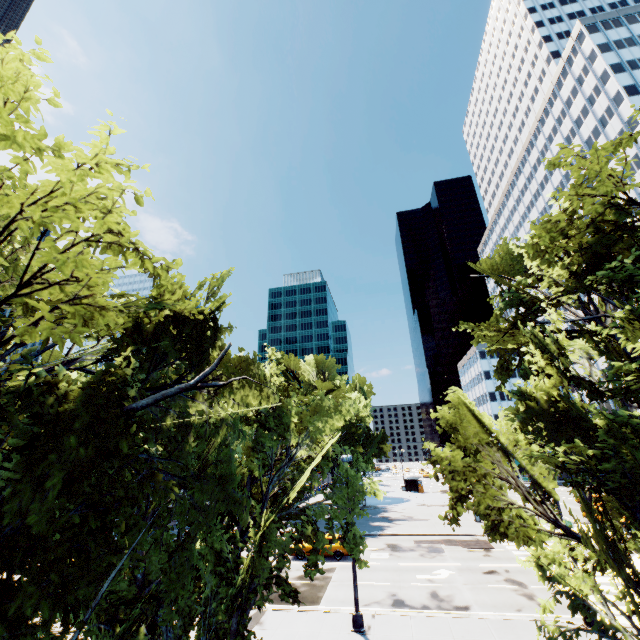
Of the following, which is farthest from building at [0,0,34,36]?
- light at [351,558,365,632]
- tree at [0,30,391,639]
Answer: light at [351,558,365,632]

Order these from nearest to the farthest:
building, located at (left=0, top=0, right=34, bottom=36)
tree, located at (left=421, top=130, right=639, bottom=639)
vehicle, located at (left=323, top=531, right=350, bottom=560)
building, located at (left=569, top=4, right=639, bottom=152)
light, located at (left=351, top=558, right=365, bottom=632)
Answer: tree, located at (left=421, top=130, right=639, bottom=639) → light, located at (left=351, top=558, right=365, bottom=632) → building, located at (left=0, top=0, right=34, bottom=36) → vehicle, located at (left=323, top=531, right=350, bottom=560) → building, located at (left=569, top=4, right=639, bottom=152)

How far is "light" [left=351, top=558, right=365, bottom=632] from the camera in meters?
14.2 m

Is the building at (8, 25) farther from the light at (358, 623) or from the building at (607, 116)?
the building at (607, 116)

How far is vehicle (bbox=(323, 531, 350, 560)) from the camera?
24.26m

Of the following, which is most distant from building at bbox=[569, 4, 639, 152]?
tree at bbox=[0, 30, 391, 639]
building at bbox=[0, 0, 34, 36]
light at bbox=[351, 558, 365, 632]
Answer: Answer: building at bbox=[0, 0, 34, 36]

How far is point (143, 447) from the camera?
6.6m

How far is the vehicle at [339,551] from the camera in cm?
2426
